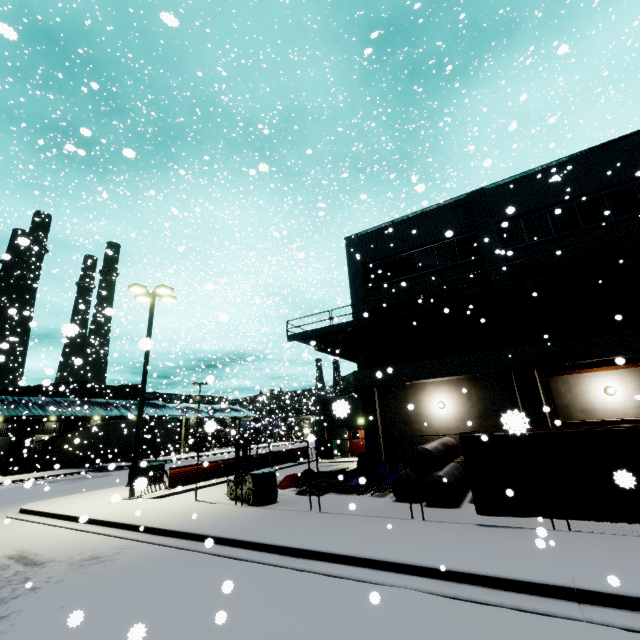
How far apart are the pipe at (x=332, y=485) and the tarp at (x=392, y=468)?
0.1 meters

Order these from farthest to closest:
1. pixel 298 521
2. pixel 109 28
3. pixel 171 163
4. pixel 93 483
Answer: pixel 93 483 → pixel 171 163 → pixel 109 28 → pixel 298 521

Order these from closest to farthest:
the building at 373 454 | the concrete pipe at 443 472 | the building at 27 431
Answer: the concrete pipe at 443 472 < the building at 373 454 < the building at 27 431

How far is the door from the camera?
26.6m

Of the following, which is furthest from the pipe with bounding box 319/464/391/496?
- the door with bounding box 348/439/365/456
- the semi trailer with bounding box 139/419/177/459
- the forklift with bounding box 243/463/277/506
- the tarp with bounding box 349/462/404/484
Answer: the semi trailer with bounding box 139/419/177/459

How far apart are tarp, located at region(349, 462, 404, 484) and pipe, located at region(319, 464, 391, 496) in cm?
7

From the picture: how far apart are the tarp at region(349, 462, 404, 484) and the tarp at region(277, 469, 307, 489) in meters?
2.4 m

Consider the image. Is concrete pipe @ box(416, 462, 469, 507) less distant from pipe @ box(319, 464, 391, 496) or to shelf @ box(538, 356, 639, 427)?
pipe @ box(319, 464, 391, 496)
